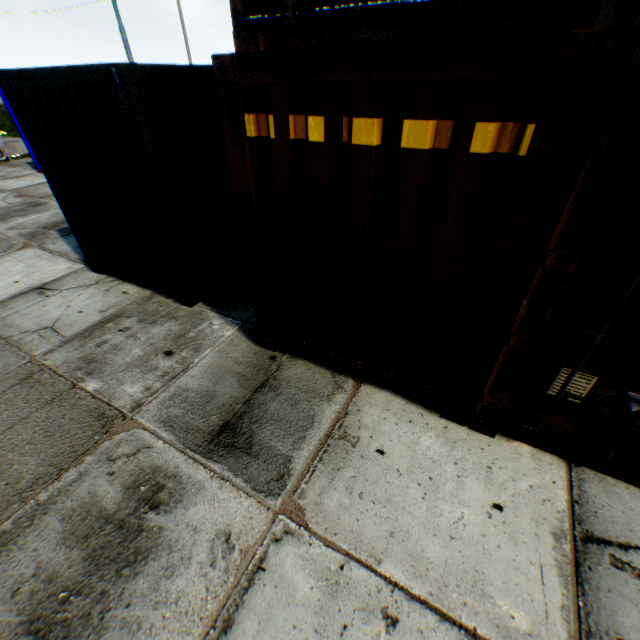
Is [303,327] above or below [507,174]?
below
